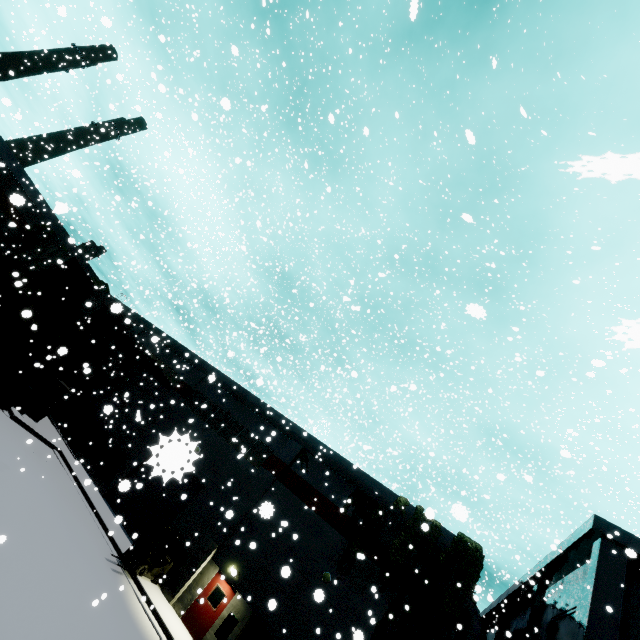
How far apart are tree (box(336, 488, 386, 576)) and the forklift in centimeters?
791cm

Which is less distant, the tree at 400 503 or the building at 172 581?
the building at 172 581

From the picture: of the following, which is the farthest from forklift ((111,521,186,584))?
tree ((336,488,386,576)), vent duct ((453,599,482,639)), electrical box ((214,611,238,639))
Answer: vent duct ((453,599,482,639))

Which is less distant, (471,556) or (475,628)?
(475,628)

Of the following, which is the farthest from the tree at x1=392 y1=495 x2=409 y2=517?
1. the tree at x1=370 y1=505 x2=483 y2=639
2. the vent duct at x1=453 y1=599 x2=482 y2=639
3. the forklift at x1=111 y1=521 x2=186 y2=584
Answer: the forklift at x1=111 y1=521 x2=186 y2=584

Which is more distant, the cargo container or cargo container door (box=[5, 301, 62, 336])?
the cargo container

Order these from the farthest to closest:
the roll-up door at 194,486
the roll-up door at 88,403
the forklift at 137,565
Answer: the roll-up door at 88,403 → the forklift at 137,565 → the roll-up door at 194,486

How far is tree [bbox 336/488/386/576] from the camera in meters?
16.0
